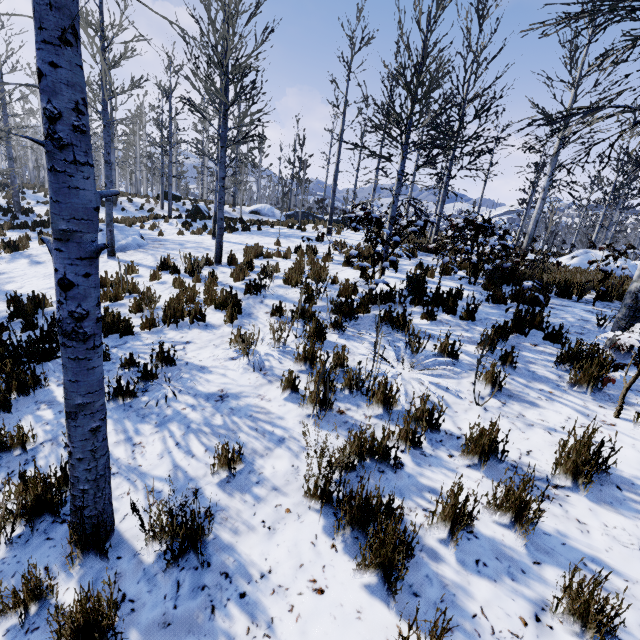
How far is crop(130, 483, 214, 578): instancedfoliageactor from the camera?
2.04m

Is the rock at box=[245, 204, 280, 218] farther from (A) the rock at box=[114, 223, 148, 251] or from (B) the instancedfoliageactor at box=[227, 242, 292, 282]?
(A) the rock at box=[114, 223, 148, 251]

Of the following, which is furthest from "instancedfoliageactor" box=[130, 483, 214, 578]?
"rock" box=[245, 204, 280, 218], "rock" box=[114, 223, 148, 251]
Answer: "rock" box=[245, 204, 280, 218]

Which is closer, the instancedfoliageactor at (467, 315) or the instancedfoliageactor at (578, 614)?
the instancedfoliageactor at (578, 614)

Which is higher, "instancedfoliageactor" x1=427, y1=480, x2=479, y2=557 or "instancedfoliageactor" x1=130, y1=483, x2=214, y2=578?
"instancedfoliageactor" x1=427, y1=480, x2=479, y2=557

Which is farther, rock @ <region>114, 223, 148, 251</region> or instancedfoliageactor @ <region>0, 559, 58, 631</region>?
rock @ <region>114, 223, 148, 251</region>

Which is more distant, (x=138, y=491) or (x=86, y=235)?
(x=138, y=491)
